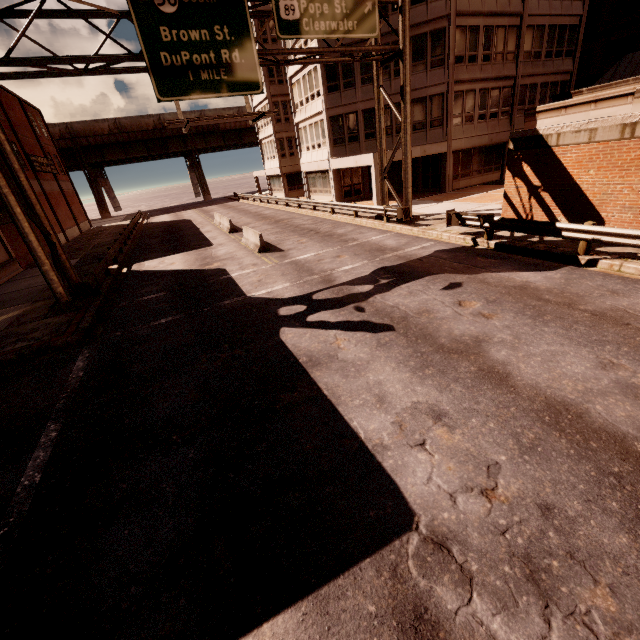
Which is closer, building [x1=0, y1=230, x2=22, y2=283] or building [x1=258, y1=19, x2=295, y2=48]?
building [x1=0, y1=230, x2=22, y2=283]

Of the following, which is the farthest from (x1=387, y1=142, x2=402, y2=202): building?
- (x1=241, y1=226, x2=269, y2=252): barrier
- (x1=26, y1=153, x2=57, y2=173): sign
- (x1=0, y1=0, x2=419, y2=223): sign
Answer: (x1=26, y1=153, x2=57, y2=173): sign

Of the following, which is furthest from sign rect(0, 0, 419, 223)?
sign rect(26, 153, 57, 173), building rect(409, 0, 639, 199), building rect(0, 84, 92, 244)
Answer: sign rect(26, 153, 57, 173)

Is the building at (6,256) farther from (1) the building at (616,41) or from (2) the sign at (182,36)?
(1) the building at (616,41)

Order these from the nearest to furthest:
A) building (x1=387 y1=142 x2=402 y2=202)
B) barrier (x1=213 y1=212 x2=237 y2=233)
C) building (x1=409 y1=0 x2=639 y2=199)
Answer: building (x1=409 y1=0 x2=639 y2=199)
building (x1=387 y1=142 x2=402 y2=202)
barrier (x1=213 y1=212 x2=237 y2=233)

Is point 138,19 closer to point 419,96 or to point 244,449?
point 244,449

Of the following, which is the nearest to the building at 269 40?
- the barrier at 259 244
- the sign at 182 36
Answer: the sign at 182 36
